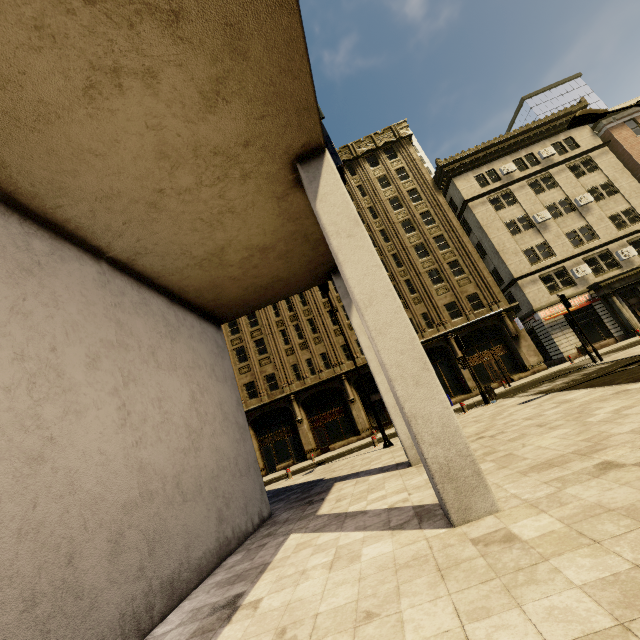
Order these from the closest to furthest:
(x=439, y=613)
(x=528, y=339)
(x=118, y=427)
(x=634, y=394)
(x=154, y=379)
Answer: (x=439, y=613) < (x=118, y=427) < (x=154, y=379) < (x=634, y=394) < (x=528, y=339)

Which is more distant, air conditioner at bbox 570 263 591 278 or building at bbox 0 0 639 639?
air conditioner at bbox 570 263 591 278

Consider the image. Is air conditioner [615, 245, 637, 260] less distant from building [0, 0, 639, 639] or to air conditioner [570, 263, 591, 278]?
building [0, 0, 639, 639]

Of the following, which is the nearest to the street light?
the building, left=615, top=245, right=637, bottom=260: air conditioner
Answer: the building

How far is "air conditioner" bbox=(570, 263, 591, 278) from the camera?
27.4m

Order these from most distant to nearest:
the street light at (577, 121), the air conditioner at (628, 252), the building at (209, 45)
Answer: the air conditioner at (628, 252) < the street light at (577, 121) < the building at (209, 45)

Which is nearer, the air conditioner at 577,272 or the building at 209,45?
the building at 209,45
